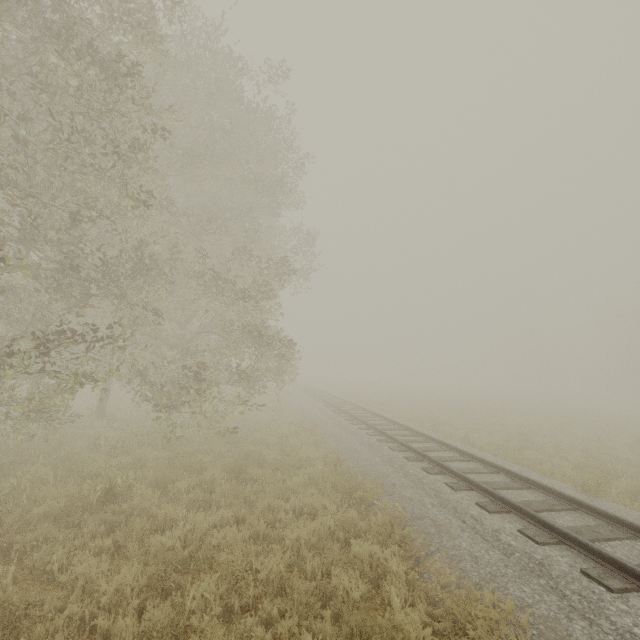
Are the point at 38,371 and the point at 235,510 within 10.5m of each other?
yes
